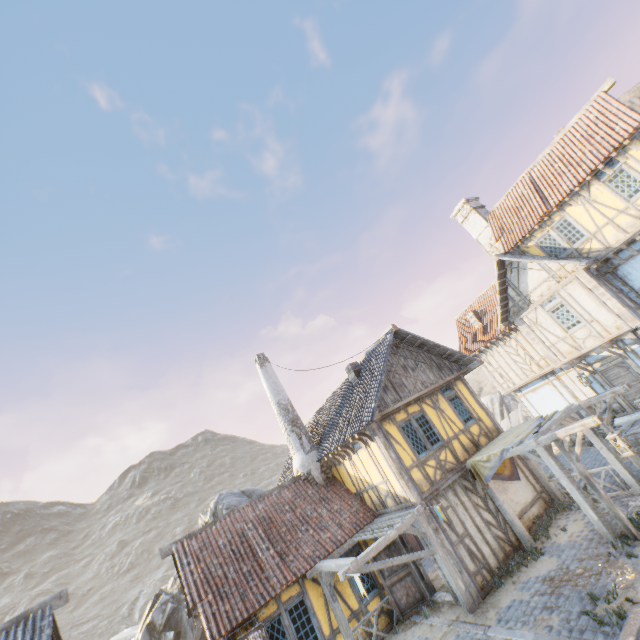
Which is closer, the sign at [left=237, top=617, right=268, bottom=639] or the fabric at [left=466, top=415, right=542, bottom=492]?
the sign at [left=237, top=617, right=268, bottom=639]

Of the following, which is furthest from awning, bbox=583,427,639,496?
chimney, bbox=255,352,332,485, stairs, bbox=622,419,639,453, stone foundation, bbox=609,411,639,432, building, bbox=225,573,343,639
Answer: building, bbox=225,573,343,639

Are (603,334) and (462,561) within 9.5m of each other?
no

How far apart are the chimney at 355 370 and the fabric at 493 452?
5.2 meters

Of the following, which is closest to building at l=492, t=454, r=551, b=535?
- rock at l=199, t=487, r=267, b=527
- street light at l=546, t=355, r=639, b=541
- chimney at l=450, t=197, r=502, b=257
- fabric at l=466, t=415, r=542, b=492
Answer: Answer: fabric at l=466, t=415, r=542, b=492

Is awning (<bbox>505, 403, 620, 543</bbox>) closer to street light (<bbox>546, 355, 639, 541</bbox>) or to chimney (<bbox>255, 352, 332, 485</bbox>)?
street light (<bbox>546, 355, 639, 541</bbox>)

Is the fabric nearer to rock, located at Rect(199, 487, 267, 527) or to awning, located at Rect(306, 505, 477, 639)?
awning, located at Rect(306, 505, 477, 639)

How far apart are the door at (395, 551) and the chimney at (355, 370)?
5.9m
